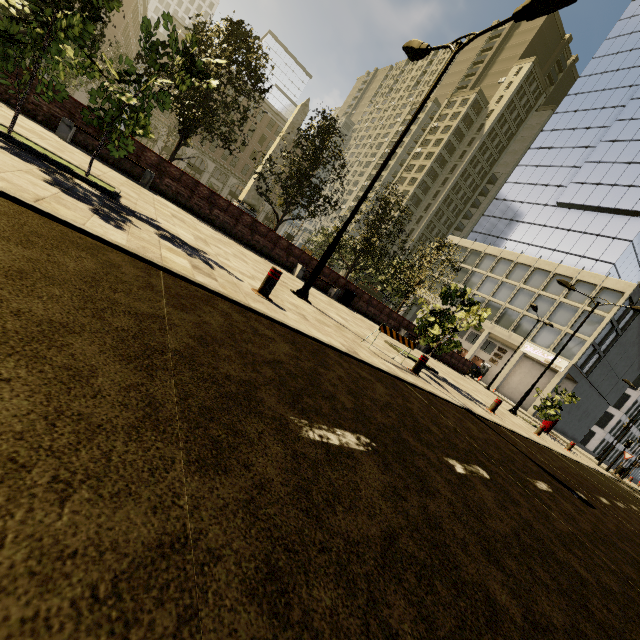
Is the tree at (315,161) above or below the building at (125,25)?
below

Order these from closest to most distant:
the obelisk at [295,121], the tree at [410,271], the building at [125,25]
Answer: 1. the tree at [410,271]
2. the obelisk at [295,121]
3. the building at [125,25]

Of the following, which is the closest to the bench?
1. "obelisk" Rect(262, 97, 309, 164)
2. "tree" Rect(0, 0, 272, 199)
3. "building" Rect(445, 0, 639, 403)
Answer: "tree" Rect(0, 0, 272, 199)

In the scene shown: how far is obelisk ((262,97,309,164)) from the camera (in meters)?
26.62

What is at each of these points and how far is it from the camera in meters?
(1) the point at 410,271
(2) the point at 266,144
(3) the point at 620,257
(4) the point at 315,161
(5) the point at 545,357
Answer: (1) tree, 23.8 m
(2) building, 58.3 m
(3) building, 36.4 m
(4) tree, 17.7 m
(5) sign, 35.9 m

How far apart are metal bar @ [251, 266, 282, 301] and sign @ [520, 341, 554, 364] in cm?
3946

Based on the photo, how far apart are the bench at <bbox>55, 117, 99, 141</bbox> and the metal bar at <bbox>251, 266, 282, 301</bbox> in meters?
8.1 m

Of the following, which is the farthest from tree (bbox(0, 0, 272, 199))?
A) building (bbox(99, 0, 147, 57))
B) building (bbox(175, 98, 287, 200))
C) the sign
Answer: building (bbox(99, 0, 147, 57))
